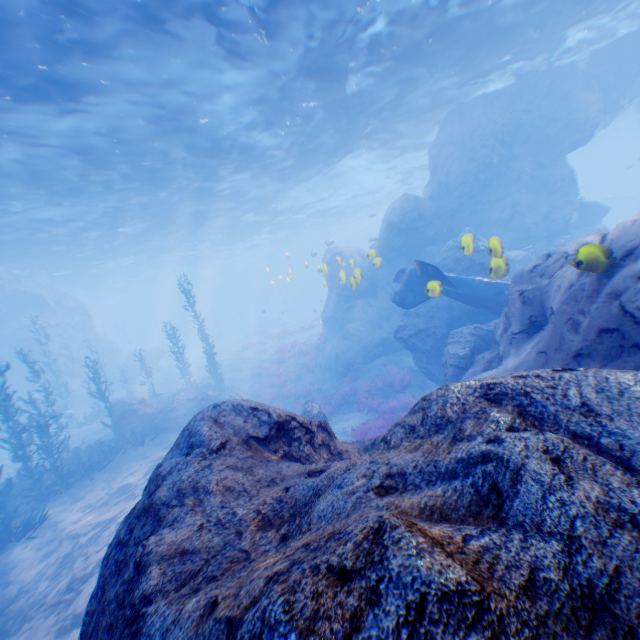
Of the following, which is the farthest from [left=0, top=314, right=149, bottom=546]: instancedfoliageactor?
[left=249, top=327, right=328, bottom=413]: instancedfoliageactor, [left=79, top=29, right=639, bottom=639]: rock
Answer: [left=249, top=327, right=328, bottom=413]: instancedfoliageactor

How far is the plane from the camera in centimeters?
1144cm

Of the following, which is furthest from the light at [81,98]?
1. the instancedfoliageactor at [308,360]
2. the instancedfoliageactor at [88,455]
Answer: the instancedfoliageactor at [308,360]

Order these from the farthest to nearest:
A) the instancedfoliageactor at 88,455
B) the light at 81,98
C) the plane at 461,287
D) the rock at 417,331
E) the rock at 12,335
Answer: the rock at 12,335 < the plane at 461,287 < the instancedfoliageactor at 88,455 < the light at 81,98 < the rock at 417,331

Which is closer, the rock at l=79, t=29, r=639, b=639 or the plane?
the rock at l=79, t=29, r=639, b=639

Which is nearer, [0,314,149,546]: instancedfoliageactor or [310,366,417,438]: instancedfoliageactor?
[0,314,149,546]: instancedfoliageactor

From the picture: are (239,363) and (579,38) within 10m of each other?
no

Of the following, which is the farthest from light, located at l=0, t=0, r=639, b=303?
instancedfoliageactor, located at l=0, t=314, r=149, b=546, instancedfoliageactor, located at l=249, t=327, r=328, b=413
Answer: instancedfoliageactor, located at l=249, t=327, r=328, b=413
